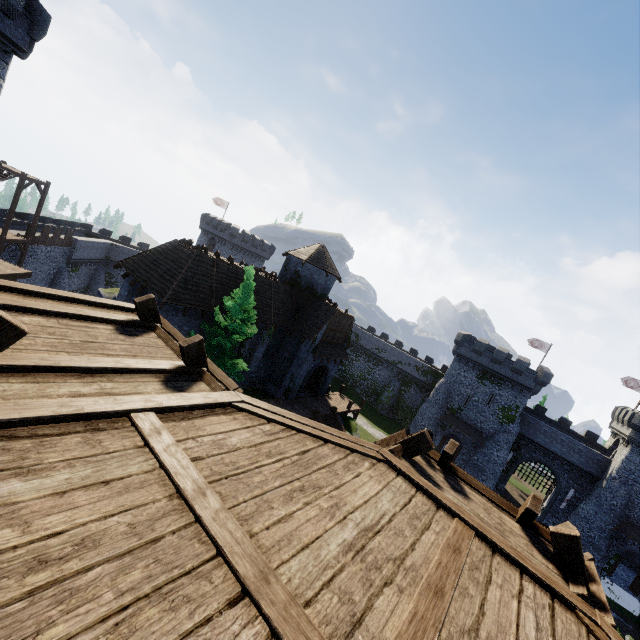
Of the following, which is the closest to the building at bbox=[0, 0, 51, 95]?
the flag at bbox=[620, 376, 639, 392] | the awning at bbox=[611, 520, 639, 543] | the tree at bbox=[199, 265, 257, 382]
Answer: the tree at bbox=[199, 265, 257, 382]

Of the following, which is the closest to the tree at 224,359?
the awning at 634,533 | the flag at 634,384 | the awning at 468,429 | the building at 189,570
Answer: the building at 189,570

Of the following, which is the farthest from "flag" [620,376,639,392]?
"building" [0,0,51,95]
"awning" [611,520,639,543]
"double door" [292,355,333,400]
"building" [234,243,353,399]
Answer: "building" [0,0,51,95]

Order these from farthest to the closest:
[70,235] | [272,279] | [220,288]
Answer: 1. [70,235]
2. [272,279]
3. [220,288]

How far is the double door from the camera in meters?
28.9

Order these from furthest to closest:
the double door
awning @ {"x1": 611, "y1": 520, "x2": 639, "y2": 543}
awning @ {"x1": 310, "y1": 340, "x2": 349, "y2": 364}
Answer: awning @ {"x1": 611, "y1": 520, "x2": 639, "y2": 543} → the double door → awning @ {"x1": 310, "y1": 340, "x2": 349, "y2": 364}

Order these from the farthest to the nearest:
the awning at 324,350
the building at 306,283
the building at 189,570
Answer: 1. the awning at 324,350
2. the building at 306,283
3. the building at 189,570

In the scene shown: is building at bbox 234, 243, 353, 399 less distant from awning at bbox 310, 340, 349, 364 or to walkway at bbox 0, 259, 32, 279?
awning at bbox 310, 340, 349, 364
